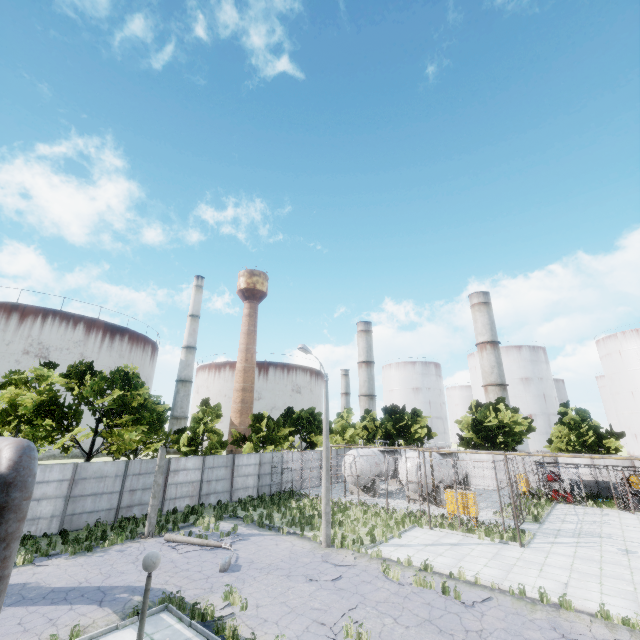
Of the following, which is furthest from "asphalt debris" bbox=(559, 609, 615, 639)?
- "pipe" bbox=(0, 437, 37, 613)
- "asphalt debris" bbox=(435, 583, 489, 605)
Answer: "pipe" bbox=(0, 437, 37, 613)

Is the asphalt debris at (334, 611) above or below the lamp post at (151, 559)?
below

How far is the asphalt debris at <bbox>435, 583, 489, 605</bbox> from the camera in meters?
11.1 m

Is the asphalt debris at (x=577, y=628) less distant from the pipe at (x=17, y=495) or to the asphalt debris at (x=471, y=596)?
the asphalt debris at (x=471, y=596)

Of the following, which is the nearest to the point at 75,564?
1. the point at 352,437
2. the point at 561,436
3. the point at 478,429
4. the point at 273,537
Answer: the point at 273,537

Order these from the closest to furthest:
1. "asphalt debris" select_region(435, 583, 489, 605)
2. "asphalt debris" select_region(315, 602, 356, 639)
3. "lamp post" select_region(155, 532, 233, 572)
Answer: "asphalt debris" select_region(315, 602, 356, 639) → "asphalt debris" select_region(435, 583, 489, 605) → "lamp post" select_region(155, 532, 233, 572)

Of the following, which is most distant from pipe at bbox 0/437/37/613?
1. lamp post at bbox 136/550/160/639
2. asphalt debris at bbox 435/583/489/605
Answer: asphalt debris at bbox 435/583/489/605

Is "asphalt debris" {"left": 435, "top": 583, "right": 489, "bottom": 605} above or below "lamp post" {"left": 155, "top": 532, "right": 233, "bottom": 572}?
below
